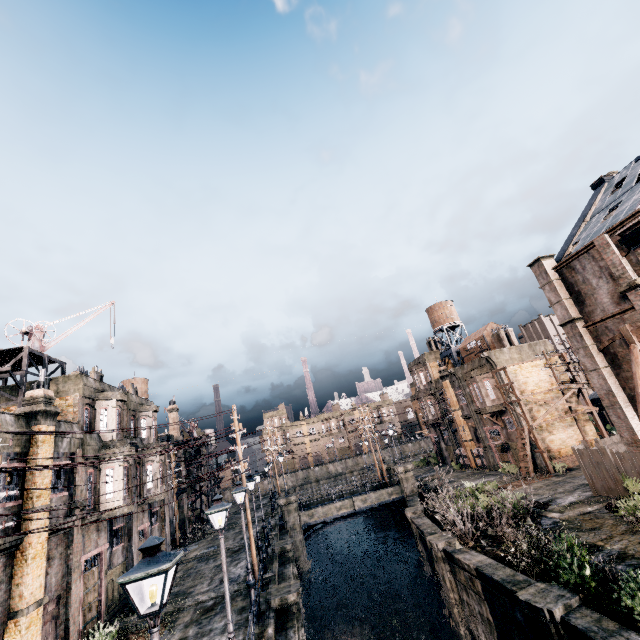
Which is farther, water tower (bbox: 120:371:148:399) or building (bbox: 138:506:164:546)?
water tower (bbox: 120:371:148:399)

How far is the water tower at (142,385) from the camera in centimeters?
4469cm

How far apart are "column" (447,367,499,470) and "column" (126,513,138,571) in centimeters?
3462cm

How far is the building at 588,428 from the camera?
32.0 meters

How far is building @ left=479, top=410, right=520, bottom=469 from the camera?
33.9 meters

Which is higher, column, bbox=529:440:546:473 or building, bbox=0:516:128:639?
building, bbox=0:516:128:639

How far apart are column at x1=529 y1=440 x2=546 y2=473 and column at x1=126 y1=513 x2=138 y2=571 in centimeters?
3412cm

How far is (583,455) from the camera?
21.6 meters
